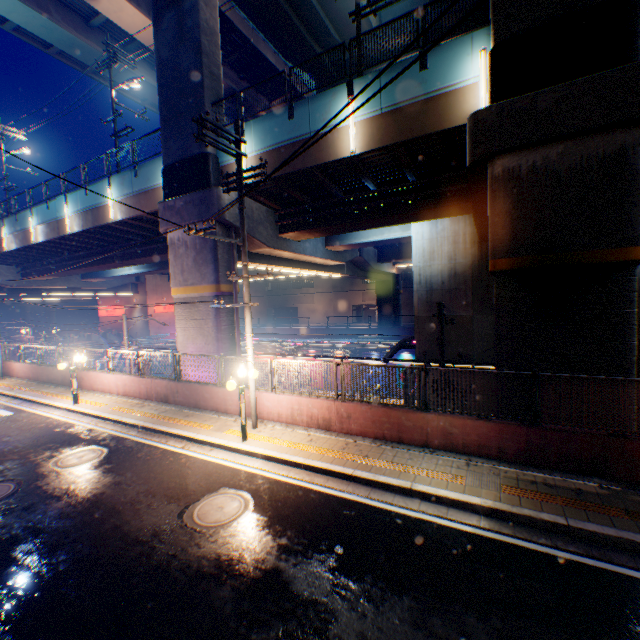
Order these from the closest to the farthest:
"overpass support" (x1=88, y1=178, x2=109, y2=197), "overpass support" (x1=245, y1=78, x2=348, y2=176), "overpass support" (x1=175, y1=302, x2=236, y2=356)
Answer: "overpass support" (x1=245, y1=78, x2=348, y2=176), "overpass support" (x1=175, y1=302, x2=236, y2=356), "overpass support" (x1=88, y1=178, x2=109, y2=197)

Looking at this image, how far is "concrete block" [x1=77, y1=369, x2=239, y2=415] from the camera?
12.2 meters

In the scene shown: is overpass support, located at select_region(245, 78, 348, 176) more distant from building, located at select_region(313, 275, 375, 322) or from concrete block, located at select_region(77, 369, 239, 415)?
building, located at select_region(313, 275, 375, 322)

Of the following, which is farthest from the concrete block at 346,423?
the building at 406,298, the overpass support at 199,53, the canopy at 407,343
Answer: the building at 406,298

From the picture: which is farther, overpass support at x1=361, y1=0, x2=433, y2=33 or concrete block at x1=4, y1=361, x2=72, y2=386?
overpass support at x1=361, y1=0, x2=433, y2=33

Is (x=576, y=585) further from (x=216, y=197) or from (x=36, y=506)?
(x=216, y=197)

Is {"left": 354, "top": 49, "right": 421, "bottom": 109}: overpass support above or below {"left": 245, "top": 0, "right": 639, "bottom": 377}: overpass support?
above

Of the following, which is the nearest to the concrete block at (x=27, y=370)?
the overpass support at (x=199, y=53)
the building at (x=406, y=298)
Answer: the overpass support at (x=199, y=53)
